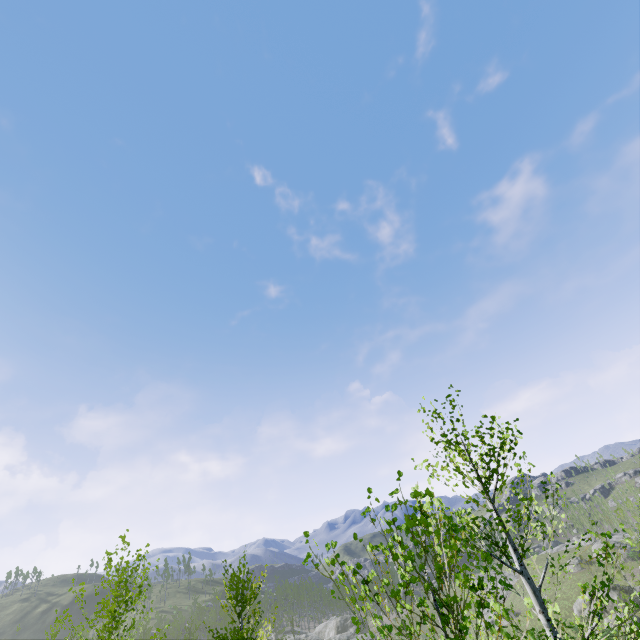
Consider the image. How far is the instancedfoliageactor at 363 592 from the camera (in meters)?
2.91

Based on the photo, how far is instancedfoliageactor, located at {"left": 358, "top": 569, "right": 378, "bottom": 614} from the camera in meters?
2.9

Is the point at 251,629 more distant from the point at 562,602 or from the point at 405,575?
the point at 562,602
